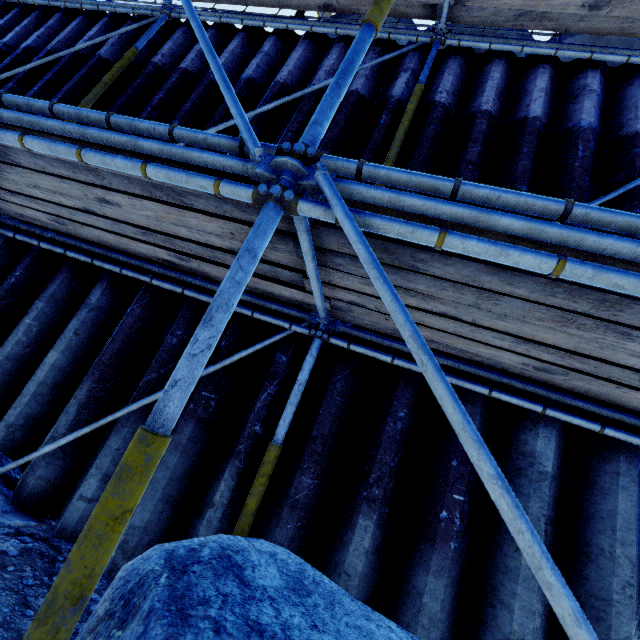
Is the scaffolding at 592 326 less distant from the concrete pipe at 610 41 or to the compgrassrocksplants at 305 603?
the compgrassrocksplants at 305 603

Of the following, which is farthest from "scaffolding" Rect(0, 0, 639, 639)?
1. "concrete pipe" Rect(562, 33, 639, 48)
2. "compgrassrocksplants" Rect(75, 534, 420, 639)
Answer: "concrete pipe" Rect(562, 33, 639, 48)

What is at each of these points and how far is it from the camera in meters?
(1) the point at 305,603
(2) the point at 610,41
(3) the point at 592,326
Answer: (1) compgrassrocksplants, 1.0 m
(2) concrete pipe, 4.7 m
(3) scaffolding, 1.4 m

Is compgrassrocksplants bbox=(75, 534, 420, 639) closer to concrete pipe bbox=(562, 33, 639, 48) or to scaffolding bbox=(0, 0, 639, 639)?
scaffolding bbox=(0, 0, 639, 639)

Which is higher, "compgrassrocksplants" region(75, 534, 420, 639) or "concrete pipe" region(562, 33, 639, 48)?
"concrete pipe" region(562, 33, 639, 48)

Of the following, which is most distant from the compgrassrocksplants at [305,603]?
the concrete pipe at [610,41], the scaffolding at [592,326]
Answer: the concrete pipe at [610,41]

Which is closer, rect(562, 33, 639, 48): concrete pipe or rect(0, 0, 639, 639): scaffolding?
rect(0, 0, 639, 639): scaffolding
